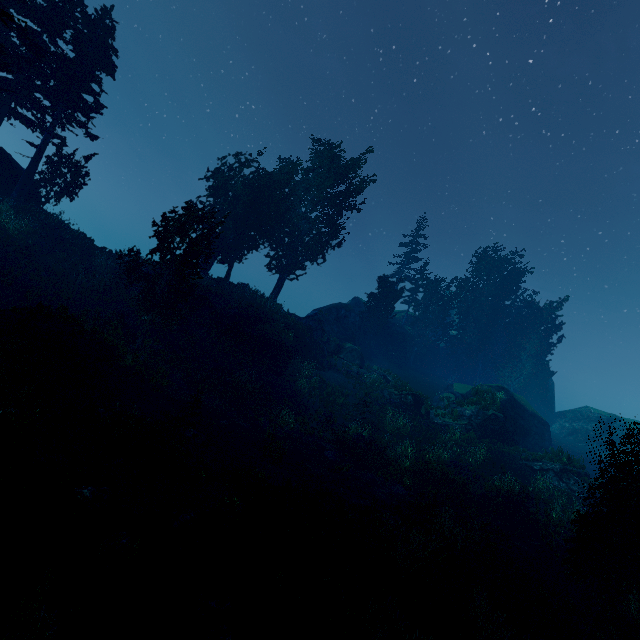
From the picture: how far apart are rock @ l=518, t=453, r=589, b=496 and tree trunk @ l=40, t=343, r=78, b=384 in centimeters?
2949cm

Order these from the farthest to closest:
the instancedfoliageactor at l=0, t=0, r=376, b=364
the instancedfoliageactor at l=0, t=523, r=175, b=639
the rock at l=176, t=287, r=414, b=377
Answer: the rock at l=176, t=287, r=414, b=377 → the instancedfoliageactor at l=0, t=0, r=376, b=364 → the instancedfoliageactor at l=0, t=523, r=175, b=639

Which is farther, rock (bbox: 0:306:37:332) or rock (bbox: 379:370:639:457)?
rock (bbox: 379:370:639:457)

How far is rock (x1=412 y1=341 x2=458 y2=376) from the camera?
43.3m

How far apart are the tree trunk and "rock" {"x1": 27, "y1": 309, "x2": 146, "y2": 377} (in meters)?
0.53

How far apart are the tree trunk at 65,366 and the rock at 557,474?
29.49m

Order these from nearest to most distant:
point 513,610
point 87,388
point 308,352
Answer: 1. point 513,610
2. point 87,388
3. point 308,352

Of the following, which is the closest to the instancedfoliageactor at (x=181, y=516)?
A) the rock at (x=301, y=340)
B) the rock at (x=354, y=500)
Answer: the rock at (x=301, y=340)
